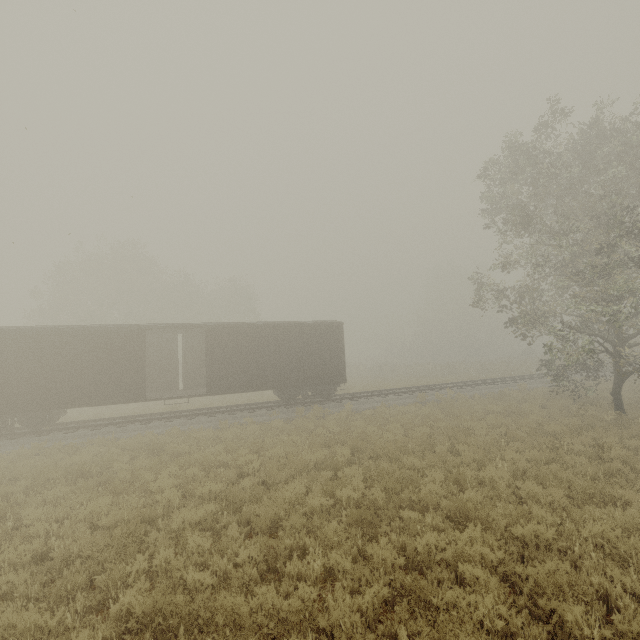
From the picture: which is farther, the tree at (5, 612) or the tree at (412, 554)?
the tree at (412, 554)

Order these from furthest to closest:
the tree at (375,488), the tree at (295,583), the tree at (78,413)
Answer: the tree at (78,413)
the tree at (375,488)
the tree at (295,583)

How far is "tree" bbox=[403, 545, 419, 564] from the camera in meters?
5.4 m

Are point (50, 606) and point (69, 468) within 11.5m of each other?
yes

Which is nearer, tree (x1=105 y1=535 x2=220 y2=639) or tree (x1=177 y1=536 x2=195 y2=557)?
tree (x1=105 y1=535 x2=220 y2=639)

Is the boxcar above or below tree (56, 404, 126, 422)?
above

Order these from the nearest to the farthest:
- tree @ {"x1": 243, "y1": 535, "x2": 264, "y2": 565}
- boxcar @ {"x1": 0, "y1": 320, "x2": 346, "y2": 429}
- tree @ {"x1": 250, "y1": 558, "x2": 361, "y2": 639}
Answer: tree @ {"x1": 250, "y1": 558, "x2": 361, "y2": 639}, tree @ {"x1": 243, "y1": 535, "x2": 264, "y2": 565}, boxcar @ {"x1": 0, "y1": 320, "x2": 346, "y2": 429}
